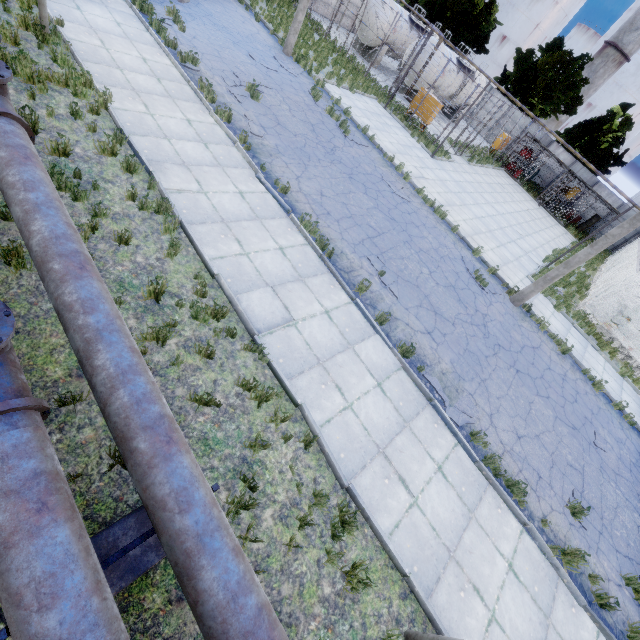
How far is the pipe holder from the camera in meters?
3.1 m

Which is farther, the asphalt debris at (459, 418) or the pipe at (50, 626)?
the asphalt debris at (459, 418)

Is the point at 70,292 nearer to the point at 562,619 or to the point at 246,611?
the point at 246,611

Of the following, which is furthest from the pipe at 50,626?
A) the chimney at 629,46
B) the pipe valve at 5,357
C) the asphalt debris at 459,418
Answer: the chimney at 629,46

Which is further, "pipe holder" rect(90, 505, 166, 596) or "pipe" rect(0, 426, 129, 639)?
"pipe holder" rect(90, 505, 166, 596)

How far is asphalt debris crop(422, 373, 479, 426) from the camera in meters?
7.4 m

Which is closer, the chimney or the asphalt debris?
the asphalt debris

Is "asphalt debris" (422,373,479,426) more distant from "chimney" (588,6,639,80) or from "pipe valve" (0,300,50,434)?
"chimney" (588,6,639,80)
